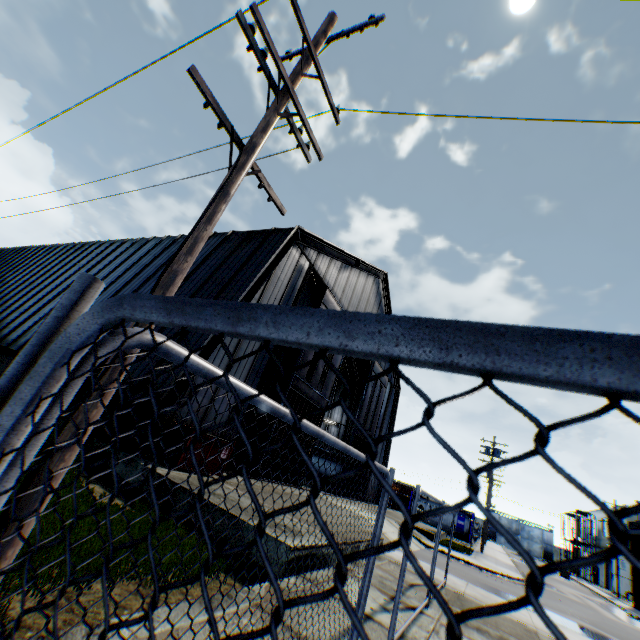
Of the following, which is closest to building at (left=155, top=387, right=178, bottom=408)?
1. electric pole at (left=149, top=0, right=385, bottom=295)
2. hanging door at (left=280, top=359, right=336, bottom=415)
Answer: hanging door at (left=280, top=359, right=336, bottom=415)

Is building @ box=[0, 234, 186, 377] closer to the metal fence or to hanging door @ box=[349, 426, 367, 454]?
hanging door @ box=[349, 426, 367, 454]

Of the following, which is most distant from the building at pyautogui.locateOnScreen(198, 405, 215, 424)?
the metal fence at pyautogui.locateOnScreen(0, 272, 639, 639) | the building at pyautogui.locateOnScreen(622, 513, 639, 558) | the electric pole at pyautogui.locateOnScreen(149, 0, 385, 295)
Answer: the building at pyautogui.locateOnScreen(622, 513, 639, 558)

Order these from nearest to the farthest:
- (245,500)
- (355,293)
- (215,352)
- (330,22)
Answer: (330,22), (245,500), (215,352), (355,293)

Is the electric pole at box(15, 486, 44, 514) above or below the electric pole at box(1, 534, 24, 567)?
above

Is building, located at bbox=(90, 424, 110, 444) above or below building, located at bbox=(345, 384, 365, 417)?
below

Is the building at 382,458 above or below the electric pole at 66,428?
above
